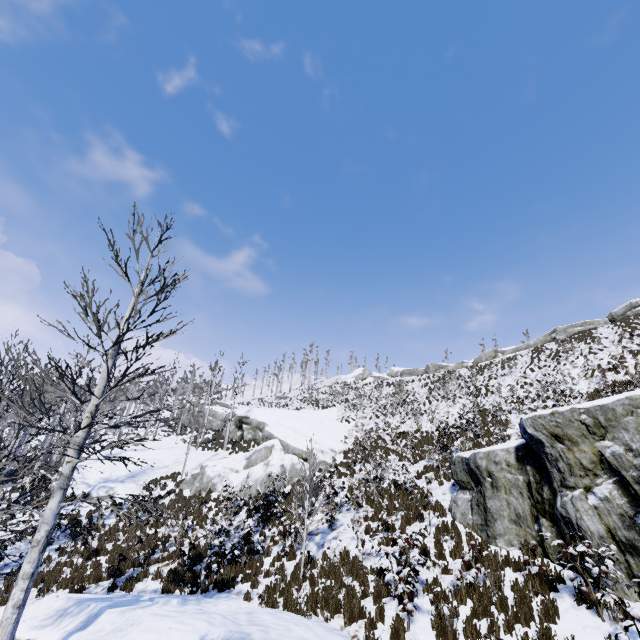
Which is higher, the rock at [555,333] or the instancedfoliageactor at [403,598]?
the rock at [555,333]

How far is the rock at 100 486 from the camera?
19.98m

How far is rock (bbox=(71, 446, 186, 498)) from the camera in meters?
20.0

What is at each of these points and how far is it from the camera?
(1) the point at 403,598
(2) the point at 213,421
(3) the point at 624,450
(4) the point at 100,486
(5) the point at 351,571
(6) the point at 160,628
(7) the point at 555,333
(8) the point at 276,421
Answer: (1) instancedfoliageactor, 7.8m
(2) rock, 40.8m
(3) rock, 7.1m
(4) rock, 20.1m
(5) instancedfoliageactor, 9.8m
(6) rock, 5.7m
(7) rock, 36.5m
(8) rock, 26.9m

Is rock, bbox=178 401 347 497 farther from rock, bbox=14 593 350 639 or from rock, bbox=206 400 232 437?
rock, bbox=14 593 350 639

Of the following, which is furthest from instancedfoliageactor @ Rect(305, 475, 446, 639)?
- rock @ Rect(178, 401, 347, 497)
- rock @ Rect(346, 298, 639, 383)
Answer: rock @ Rect(346, 298, 639, 383)

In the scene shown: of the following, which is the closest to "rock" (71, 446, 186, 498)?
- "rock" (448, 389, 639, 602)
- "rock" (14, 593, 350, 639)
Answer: "rock" (14, 593, 350, 639)

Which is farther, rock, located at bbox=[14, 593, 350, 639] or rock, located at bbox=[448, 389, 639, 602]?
rock, located at bbox=[448, 389, 639, 602]
